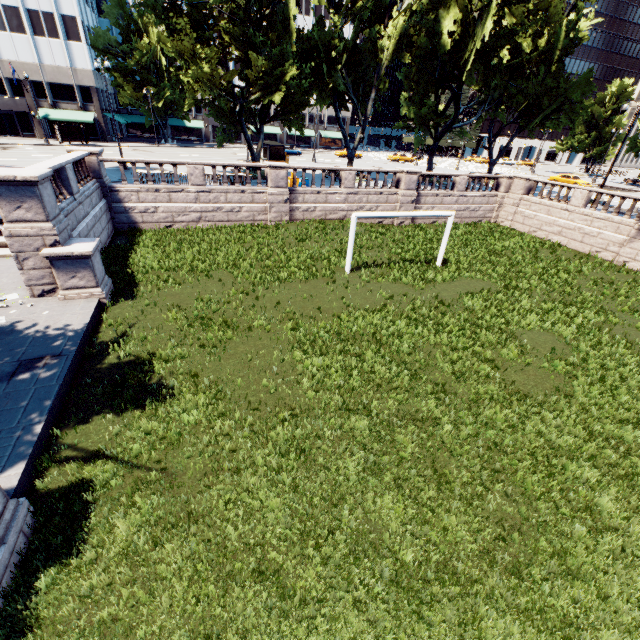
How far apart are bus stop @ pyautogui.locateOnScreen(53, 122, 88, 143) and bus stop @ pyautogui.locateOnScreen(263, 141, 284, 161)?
25.5 meters

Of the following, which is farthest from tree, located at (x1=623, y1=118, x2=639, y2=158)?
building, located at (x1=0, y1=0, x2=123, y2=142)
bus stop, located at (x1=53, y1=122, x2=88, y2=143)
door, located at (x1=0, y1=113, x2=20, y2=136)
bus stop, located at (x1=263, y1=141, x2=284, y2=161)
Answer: door, located at (x1=0, y1=113, x2=20, y2=136)

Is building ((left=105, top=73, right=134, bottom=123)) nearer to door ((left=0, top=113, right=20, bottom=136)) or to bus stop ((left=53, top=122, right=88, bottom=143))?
door ((left=0, top=113, right=20, bottom=136))

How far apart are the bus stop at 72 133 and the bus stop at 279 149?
25.5m

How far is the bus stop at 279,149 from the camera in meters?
36.6

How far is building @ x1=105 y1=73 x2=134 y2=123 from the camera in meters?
53.1

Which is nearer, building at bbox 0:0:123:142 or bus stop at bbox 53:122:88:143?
building at bbox 0:0:123:142

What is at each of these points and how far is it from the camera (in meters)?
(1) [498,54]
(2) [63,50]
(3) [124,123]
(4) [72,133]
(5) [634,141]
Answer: (1) tree, 24.44
(2) building, 43.19
(3) building, 52.44
(4) bus stop, 43.34
(5) tree, 50.47
